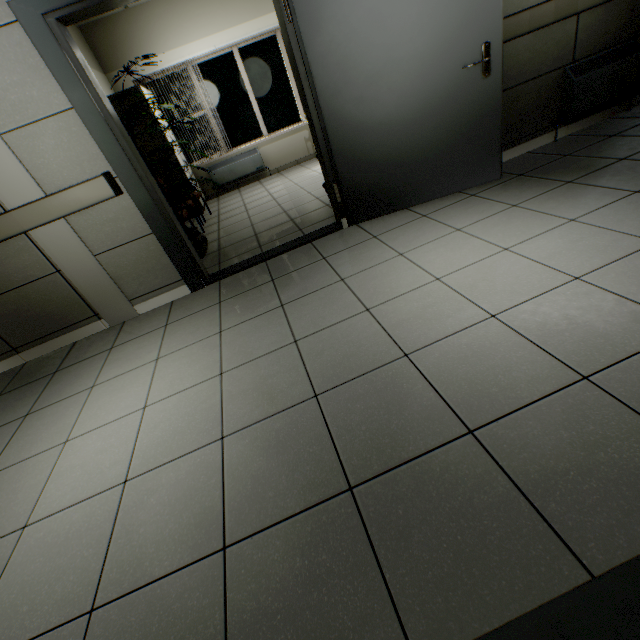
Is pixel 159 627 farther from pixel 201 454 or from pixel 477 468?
pixel 477 468

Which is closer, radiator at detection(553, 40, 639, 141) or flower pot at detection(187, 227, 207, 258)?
radiator at detection(553, 40, 639, 141)

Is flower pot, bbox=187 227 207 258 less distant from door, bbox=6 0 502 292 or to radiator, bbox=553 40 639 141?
door, bbox=6 0 502 292

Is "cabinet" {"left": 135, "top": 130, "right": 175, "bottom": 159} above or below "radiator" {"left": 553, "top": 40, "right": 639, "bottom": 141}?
above

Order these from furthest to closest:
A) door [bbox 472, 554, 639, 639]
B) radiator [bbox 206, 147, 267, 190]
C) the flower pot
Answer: radiator [bbox 206, 147, 267, 190]
the flower pot
door [bbox 472, 554, 639, 639]

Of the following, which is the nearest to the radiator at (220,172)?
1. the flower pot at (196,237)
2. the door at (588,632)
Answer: the flower pot at (196,237)

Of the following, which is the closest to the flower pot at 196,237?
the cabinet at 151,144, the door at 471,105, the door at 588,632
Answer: the door at 471,105

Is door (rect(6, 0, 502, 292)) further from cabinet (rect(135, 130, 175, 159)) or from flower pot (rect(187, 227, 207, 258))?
cabinet (rect(135, 130, 175, 159))
